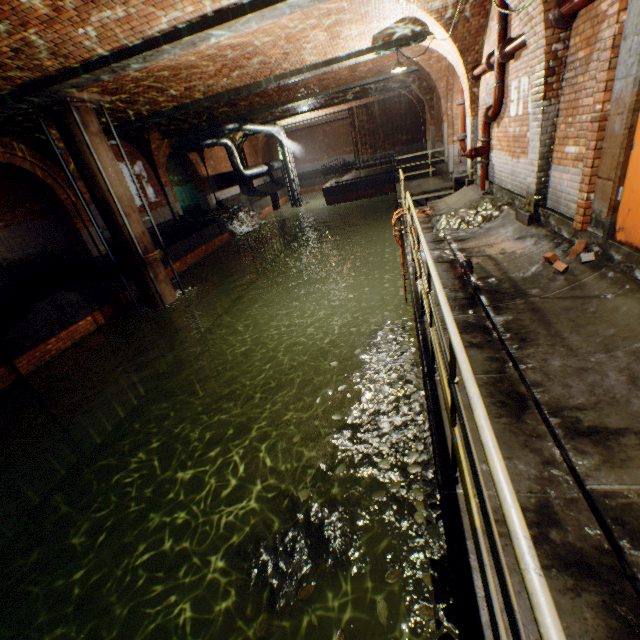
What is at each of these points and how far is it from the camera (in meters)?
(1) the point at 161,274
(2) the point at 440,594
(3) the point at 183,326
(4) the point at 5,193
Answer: (1) pipe, 10.51
(2) leaves, 2.73
(3) pipe, 11.36
(4) building tunnel, 12.76

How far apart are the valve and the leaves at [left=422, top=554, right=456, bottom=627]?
8.7m

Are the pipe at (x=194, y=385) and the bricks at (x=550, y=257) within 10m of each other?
no

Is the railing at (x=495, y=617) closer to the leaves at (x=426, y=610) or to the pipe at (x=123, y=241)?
the leaves at (x=426, y=610)

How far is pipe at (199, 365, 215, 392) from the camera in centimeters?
1225cm

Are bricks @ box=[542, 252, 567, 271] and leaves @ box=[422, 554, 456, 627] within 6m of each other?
yes

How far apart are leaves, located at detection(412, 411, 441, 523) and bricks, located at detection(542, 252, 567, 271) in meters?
2.3 m

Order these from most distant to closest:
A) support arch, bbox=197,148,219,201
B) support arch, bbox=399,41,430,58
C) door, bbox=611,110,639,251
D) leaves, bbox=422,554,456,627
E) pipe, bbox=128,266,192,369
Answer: support arch, bbox=197,148,219,201 → pipe, bbox=128,266,192,369 → support arch, bbox=399,41,430,58 → door, bbox=611,110,639,251 → leaves, bbox=422,554,456,627
